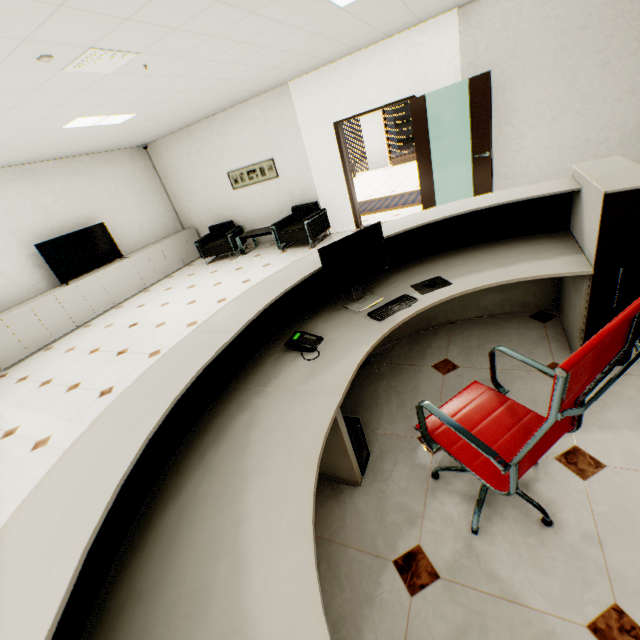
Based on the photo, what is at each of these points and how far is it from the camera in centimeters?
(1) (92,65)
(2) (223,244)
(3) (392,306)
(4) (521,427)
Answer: (1) ceiling vent, 294cm
(2) chair, 781cm
(3) keyboard, 221cm
(4) chair, 151cm

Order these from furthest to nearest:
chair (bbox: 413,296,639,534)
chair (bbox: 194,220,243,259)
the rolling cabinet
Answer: chair (bbox: 194,220,243,259)
the rolling cabinet
chair (bbox: 413,296,639,534)

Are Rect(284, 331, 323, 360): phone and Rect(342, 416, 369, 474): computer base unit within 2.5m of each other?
yes

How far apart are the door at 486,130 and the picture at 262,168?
4.0 meters

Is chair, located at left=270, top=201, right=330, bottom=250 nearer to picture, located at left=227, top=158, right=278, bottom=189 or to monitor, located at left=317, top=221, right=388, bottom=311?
picture, located at left=227, top=158, right=278, bottom=189

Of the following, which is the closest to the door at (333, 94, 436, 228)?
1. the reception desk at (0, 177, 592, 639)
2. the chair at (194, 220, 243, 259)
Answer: the chair at (194, 220, 243, 259)

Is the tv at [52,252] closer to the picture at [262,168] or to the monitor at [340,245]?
the picture at [262,168]

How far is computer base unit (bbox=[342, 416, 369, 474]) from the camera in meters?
1.9
